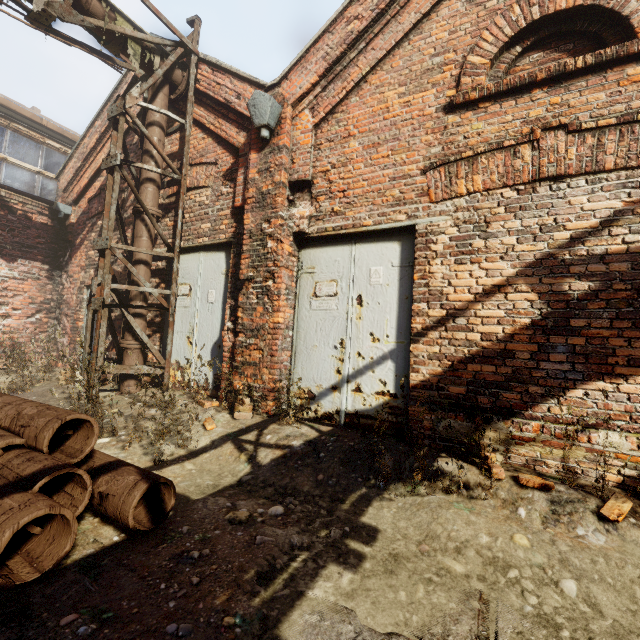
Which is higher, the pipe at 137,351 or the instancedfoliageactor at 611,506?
the pipe at 137,351

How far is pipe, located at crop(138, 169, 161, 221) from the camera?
A: 5.57m

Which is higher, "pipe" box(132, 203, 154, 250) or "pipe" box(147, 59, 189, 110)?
"pipe" box(147, 59, 189, 110)

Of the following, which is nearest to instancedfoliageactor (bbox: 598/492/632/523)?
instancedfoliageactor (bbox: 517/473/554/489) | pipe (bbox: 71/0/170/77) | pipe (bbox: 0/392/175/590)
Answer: instancedfoliageactor (bbox: 517/473/554/489)

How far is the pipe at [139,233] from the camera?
5.5 meters

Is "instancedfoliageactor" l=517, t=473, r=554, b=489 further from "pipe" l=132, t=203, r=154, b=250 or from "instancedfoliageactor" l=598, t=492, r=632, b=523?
"pipe" l=132, t=203, r=154, b=250

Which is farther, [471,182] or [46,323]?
[46,323]

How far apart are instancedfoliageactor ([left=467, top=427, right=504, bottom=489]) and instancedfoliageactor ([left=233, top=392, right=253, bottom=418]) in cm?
223
